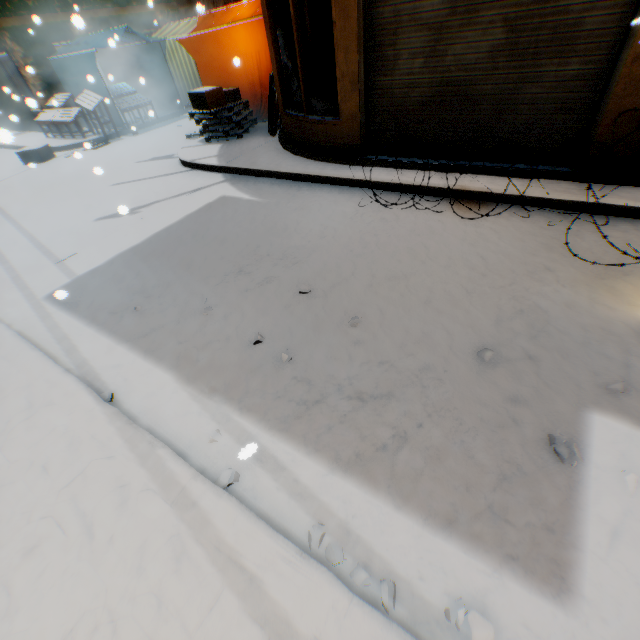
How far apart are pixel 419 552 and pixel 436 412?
0.9m

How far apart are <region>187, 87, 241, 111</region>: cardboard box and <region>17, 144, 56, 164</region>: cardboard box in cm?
388

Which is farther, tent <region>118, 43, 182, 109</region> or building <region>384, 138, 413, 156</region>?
tent <region>118, 43, 182, 109</region>

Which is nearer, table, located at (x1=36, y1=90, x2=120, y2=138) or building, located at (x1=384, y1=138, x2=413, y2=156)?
building, located at (x1=384, y1=138, x2=413, y2=156)

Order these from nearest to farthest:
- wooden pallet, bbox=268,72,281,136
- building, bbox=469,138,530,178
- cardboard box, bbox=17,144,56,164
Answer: building, bbox=469,138,530,178
wooden pallet, bbox=268,72,281,136
cardboard box, bbox=17,144,56,164

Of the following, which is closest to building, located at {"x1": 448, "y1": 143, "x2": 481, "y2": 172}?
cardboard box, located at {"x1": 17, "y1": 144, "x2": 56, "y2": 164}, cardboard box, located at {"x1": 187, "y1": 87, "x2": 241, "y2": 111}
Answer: cardboard box, located at {"x1": 187, "y1": 87, "x2": 241, "y2": 111}

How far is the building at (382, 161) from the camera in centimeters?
533cm
